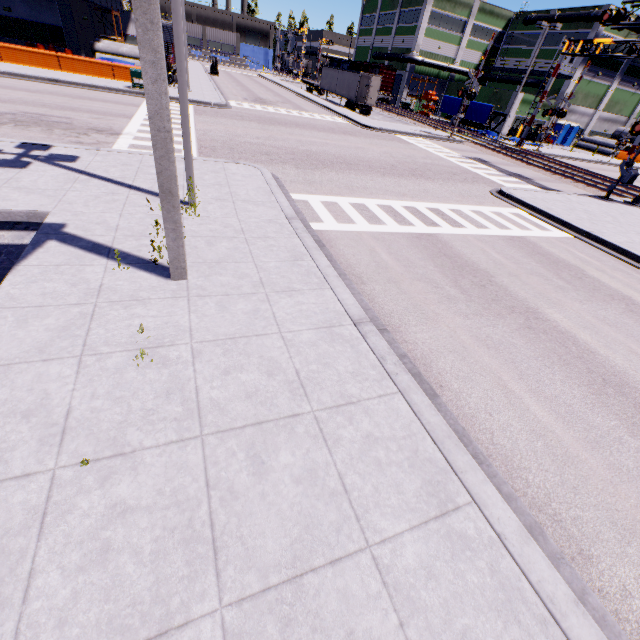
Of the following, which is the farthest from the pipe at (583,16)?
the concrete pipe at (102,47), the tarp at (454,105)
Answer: the concrete pipe at (102,47)

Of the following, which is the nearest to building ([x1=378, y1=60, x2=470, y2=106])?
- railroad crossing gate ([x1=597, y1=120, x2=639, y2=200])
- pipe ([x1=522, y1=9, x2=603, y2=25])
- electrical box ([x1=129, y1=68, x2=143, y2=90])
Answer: pipe ([x1=522, y1=9, x2=603, y2=25])

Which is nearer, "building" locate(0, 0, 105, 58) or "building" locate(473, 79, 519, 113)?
"building" locate(0, 0, 105, 58)

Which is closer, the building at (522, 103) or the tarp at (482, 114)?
the tarp at (482, 114)

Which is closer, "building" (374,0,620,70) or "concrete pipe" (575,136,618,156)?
"concrete pipe" (575,136,618,156)

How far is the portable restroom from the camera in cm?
4644

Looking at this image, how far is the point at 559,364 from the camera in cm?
578

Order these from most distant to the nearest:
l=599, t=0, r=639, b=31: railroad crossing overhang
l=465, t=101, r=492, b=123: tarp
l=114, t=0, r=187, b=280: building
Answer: l=465, t=101, r=492, b=123: tarp → l=599, t=0, r=639, b=31: railroad crossing overhang → l=114, t=0, r=187, b=280: building
